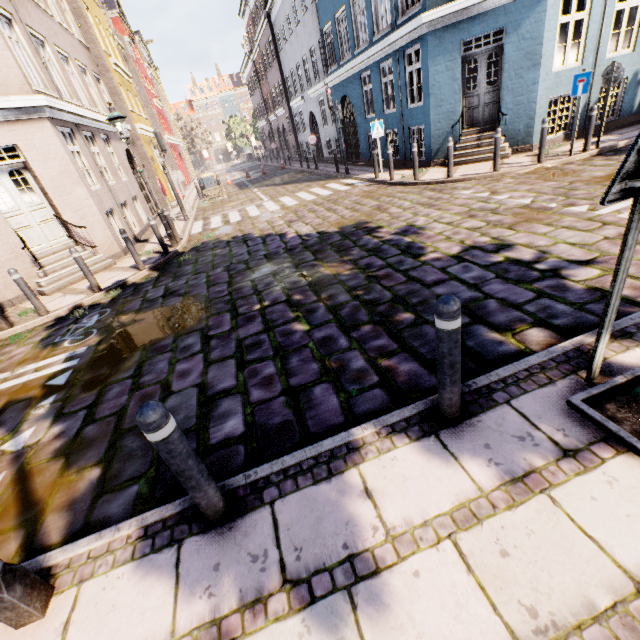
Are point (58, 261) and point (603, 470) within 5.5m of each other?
no

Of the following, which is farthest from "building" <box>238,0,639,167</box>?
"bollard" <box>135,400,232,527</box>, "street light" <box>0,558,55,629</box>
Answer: "bollard" <box>135,400,232,527</box>

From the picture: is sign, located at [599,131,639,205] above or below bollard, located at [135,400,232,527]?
above

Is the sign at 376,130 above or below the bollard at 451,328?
above

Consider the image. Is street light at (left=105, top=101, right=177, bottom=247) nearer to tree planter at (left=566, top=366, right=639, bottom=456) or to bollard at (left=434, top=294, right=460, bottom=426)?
bollard at (left=434, top=294, right=460, bottom=426)

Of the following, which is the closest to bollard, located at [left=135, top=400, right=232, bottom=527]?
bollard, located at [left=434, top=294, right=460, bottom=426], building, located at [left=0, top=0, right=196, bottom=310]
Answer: bollard, located at [left=434, top=294, right=460, bottom=426]

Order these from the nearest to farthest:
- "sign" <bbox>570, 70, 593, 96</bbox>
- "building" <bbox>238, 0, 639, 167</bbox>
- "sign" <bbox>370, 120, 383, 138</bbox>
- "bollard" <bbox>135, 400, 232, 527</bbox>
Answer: "bollard" <bbox>135, 400, 232, 527</bbox>, "sign" <bbox>570, 70, 593, 96</bbox>, "building" <bbox>238, 0, 639, 167</bbox>, "sign" <bbox>370, 120, 383, 138</bbox>

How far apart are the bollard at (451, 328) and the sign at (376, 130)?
11.55m
